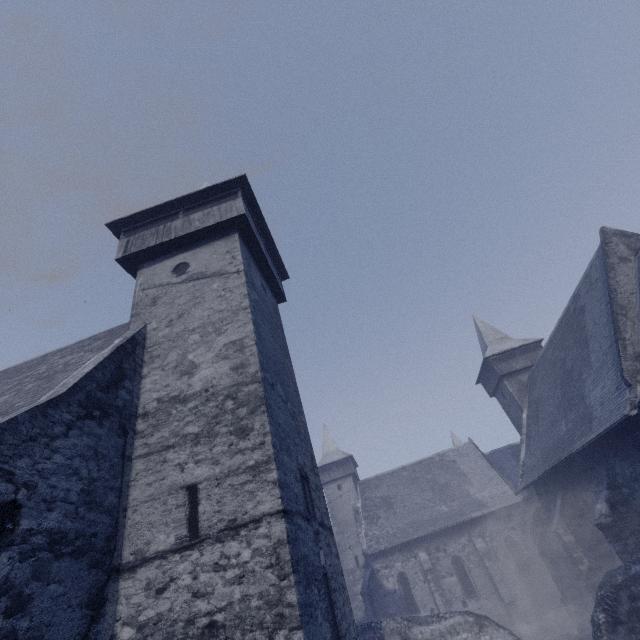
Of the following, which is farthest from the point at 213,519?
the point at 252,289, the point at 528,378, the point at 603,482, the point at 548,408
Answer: the point at 528,378
